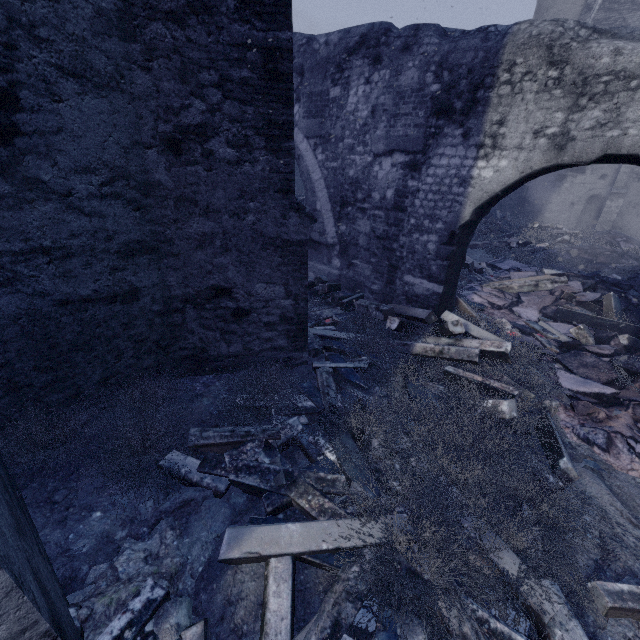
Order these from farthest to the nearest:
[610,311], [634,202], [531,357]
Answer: [634,202]
[610,311]
[531,357]

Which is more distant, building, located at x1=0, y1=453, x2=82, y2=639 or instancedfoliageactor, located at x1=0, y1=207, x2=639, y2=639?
instancedfoliageactor, located at x1=0, y1=207, x2=639, y2=639

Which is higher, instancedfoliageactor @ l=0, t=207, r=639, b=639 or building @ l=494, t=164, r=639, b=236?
building @ l=494, t=164, r=639, b=236

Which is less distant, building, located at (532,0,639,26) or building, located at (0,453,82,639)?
building, located at (0,453,82,639)

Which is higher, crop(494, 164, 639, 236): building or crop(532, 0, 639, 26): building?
crop(532, 0, 639, 26): building

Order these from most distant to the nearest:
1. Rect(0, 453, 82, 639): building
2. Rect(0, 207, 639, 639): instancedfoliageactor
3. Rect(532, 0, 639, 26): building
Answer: Rect(532, 0, 639, 26): building < Rect(0, 207, 639, 639): instancedfoliageactor < Rect(0, 453, 82, 639): building

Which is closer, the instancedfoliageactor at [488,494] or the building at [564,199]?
the instancedfoliageactor at [488,494]

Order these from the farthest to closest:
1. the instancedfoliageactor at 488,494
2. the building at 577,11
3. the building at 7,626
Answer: the building at 577,11 → the instancedfoliageactor at 488,494 → the building at 7,626
